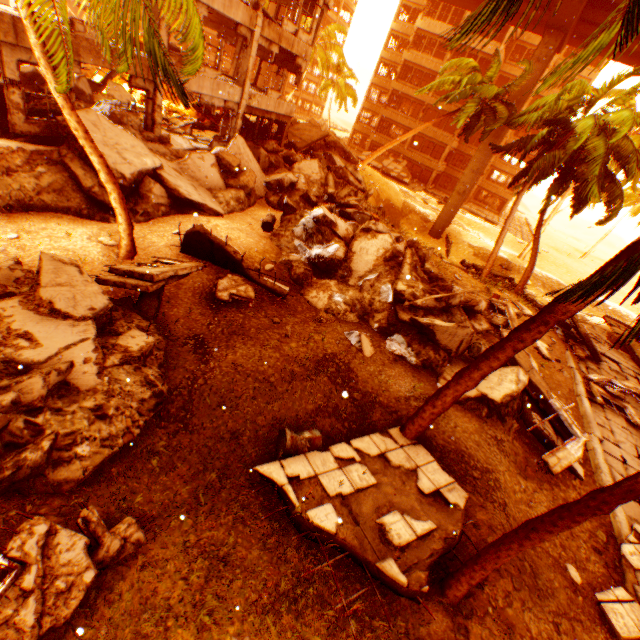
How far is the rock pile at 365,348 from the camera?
9.9 meters

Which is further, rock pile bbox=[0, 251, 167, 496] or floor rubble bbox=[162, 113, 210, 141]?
floor rubble bbox=[162, 113, 210, 141]

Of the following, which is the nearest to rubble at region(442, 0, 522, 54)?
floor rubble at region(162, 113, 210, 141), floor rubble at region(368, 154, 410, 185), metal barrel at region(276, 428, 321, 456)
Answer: metal barrel at region(276, 428, 321, 456)

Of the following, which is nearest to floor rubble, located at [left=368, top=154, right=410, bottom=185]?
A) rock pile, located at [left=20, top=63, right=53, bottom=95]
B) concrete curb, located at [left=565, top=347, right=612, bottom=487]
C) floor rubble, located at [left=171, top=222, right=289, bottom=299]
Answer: rock pile, located at [left=20, top=63, right=53, bottom=95]

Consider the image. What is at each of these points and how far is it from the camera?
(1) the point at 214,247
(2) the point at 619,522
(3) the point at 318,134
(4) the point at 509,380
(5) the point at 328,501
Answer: (1) floor rubble, 9.76m
(2) concrete curb, 8.45m
(3) floor rubble, 24.34m
(4) rock pile, 9.80m
(5) floor rubble, 5.80m

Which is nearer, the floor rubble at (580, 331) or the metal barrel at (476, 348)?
the metal barrel at (476, 348)

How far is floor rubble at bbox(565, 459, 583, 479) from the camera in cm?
941

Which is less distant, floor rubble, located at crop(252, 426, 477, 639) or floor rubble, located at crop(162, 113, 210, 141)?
floor rubble, located at crop(252, 426, 477, 639)
